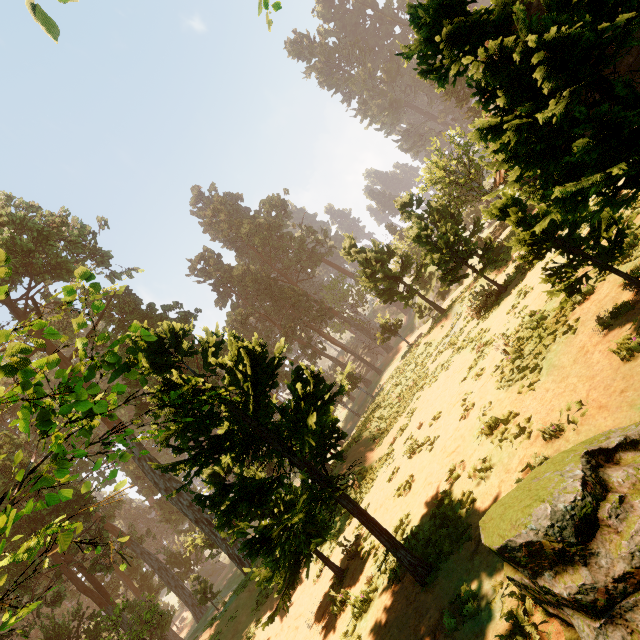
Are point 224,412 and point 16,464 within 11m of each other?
yes

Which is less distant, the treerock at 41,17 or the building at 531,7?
the treerock at 41,17

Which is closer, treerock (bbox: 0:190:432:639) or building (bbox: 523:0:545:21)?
treerock (bbox: 0:190:432:639)

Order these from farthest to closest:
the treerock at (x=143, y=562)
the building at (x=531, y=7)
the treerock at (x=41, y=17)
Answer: the building at (x=531, y=7) < the treerock at (x=143, y=562) < the treerock at (x=41, y=17)

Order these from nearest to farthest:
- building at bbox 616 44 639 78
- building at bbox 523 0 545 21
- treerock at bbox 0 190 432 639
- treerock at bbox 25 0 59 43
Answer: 1. treerock at bbox 25 0 59 43
2. treerock at bbox 0 190 432 639
3. building at bbox 616 44 639 78
4. building at bbox 523 0 545 21

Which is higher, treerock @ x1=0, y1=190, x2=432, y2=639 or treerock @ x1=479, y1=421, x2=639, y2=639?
treerock @ x1=0, y1=190, x2=432, y2=639

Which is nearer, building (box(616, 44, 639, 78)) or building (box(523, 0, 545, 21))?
building (box(616, 44, 639, 78))
